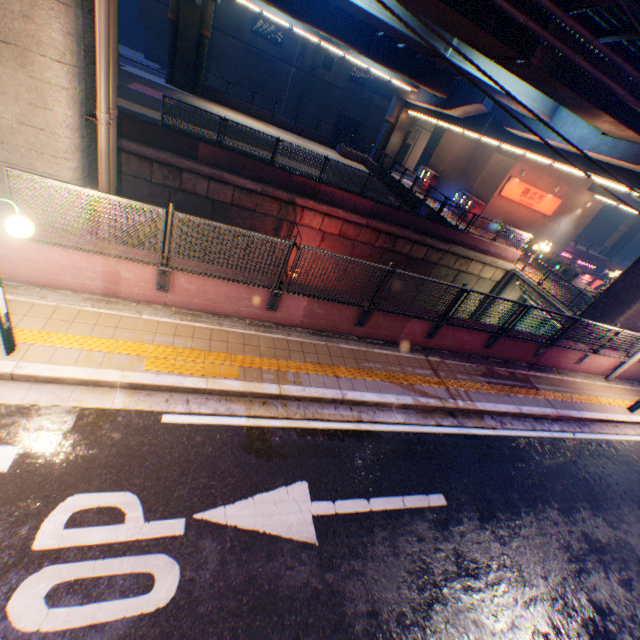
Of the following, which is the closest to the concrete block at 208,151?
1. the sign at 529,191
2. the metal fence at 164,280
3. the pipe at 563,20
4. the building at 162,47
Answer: the metal fence at 164,280

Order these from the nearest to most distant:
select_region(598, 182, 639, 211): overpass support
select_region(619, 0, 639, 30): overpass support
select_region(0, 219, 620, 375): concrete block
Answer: select_region(0, 219, 620, 375): concrete block, select_region(619, 0, 639, 30): overpass support, select_region(598, 182, 639, 211): overpass support

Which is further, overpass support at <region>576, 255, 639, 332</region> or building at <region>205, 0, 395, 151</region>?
building at <region>205, 0, 395, 151</region>

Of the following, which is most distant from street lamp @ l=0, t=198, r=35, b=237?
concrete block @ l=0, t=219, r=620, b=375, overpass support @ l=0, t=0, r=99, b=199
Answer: overpass support @ l=0, t=0, r=99, b=199

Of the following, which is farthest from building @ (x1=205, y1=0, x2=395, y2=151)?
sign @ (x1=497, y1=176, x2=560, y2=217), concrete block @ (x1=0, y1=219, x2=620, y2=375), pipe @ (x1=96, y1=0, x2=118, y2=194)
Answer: concrete block @ (x1=0, y1=219, x2=620, y2=375)

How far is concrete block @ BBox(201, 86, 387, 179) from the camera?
30.80m

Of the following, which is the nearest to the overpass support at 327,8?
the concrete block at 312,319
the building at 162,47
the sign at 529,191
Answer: the concrete block at 312,319

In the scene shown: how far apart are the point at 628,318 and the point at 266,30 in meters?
45.3
